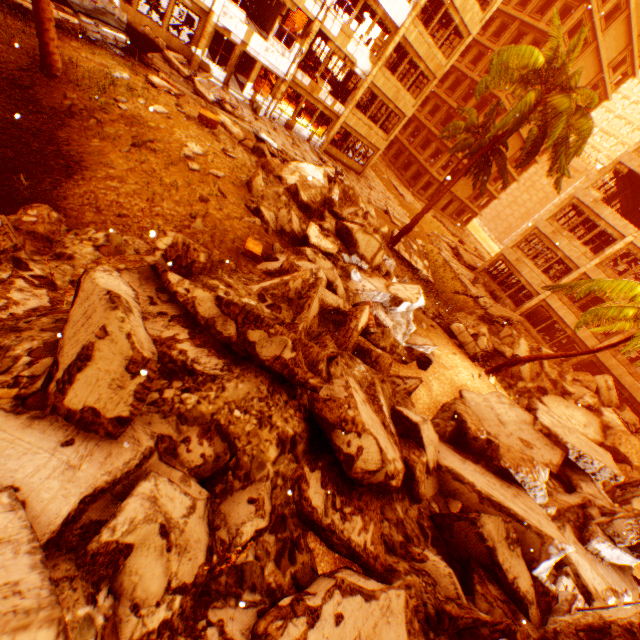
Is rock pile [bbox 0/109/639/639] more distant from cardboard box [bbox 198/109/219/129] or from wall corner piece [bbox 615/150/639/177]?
wall corner piece [bbox 615/150/639/177]

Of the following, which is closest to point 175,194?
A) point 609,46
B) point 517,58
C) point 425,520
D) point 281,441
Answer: point 281,441

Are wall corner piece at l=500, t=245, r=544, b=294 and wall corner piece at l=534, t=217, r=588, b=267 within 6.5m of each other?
yes

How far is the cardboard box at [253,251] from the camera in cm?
737

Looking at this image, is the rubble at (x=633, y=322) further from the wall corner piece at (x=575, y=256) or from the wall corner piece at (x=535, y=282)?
the wall corner piece at (x=535, y=282)

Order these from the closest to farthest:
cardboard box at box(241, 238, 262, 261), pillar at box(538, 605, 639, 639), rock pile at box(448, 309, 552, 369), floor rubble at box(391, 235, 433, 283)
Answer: pillar at box(538, 605, 639, 639), cardboard box at box(241, 238, 262, 261), rock pile at box(448, 309, 552, 369), floor rubble at box(391, 235, 433, 283)

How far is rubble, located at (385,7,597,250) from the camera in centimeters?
1413cm

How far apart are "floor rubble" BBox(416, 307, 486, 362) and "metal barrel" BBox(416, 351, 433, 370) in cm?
358
